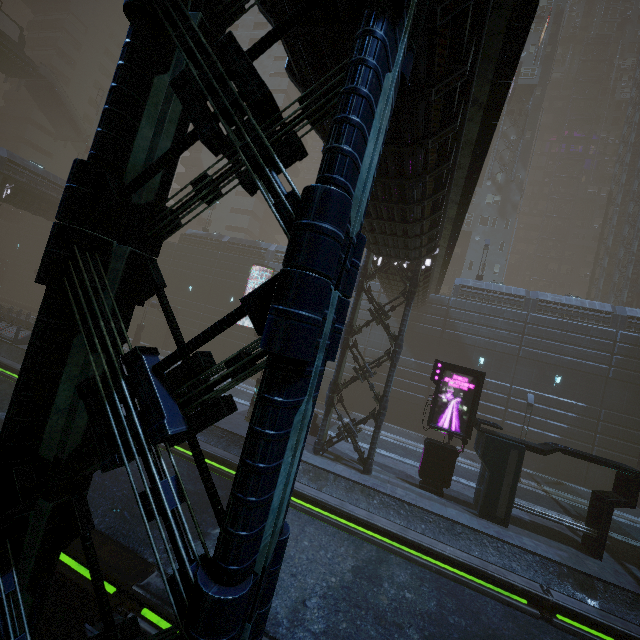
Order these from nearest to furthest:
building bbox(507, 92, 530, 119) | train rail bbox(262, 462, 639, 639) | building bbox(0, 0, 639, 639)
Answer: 1. building bbox(0, 0, 639, 639)
2. train rail bbox(262, 462, 639, 639)
3. building bbox(507, 92, 530, 119)

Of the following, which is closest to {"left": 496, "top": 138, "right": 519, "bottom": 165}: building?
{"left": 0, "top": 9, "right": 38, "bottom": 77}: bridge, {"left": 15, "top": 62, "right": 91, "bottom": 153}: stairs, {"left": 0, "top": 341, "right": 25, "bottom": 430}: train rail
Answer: {"left": 0, "top": 341, "right": 25, "bottom": 430}: train rail

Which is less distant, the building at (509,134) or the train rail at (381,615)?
the train rail at (381,615)

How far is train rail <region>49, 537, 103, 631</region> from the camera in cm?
636

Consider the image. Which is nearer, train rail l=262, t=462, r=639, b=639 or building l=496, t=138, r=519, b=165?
train rail l=262, t=462, r=639, b=639

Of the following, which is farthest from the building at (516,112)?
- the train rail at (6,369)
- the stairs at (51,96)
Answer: the stairs at (51,96)

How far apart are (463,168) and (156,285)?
10.30m
